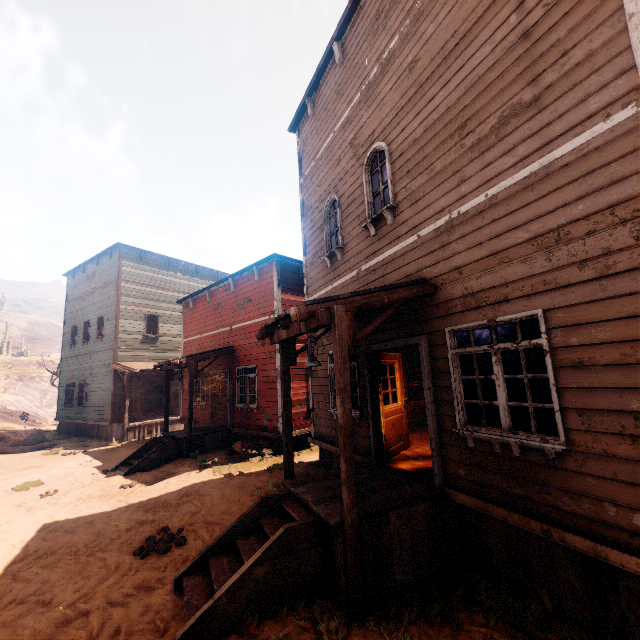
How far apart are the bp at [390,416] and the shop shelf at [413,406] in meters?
2.5 m

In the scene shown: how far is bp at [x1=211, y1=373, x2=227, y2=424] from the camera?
13.9 meters

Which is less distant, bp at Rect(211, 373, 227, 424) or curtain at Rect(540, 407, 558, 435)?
curtain at Rect(540, 407, 558, 435)

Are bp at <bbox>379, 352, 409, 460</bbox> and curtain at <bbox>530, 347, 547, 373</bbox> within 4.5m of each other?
yes

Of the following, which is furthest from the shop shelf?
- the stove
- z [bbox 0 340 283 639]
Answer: the stove

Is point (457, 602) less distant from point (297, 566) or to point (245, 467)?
point (297, 566)

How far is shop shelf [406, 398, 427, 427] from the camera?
10.03m

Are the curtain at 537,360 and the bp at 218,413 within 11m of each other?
no
